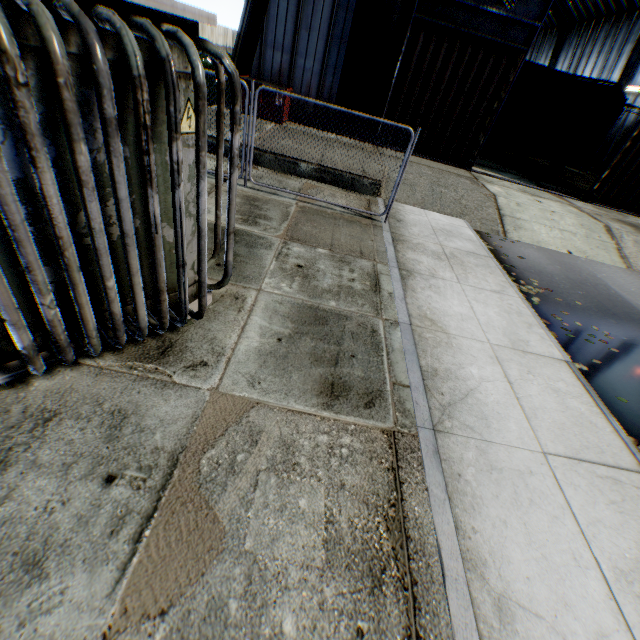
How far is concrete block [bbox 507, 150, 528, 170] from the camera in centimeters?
1831cm

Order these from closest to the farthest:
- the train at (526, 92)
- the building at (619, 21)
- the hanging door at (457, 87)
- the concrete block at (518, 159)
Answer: the hanging door at (457, 87) < the train at (526, 92) < the concrete block at (518, 159) < the building at (619, 21)

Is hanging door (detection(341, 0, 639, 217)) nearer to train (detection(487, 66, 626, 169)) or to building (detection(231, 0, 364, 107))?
building (detection(231, 0, 364, 107))

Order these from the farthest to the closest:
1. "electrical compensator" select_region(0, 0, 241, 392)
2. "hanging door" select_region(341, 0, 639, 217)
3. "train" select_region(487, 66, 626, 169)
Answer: "train" select_region(487, 66, 626, 169), "hanging door" select_region(341, 0, 639, 217), "electrical compensator" select_region(0, 0, 241, 392)

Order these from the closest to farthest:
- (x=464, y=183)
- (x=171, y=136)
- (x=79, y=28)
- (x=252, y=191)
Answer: (x=79, y=28), (x=171, y=136), (x=252, y=191), (x=464, y=183)

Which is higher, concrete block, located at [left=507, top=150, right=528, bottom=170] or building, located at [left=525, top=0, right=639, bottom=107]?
building, located at [left=525, top=0, right=639, bottom=107]

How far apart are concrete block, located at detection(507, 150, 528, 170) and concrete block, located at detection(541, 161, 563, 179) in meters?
1.2

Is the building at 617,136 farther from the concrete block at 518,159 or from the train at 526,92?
the concrete block at 518,159
